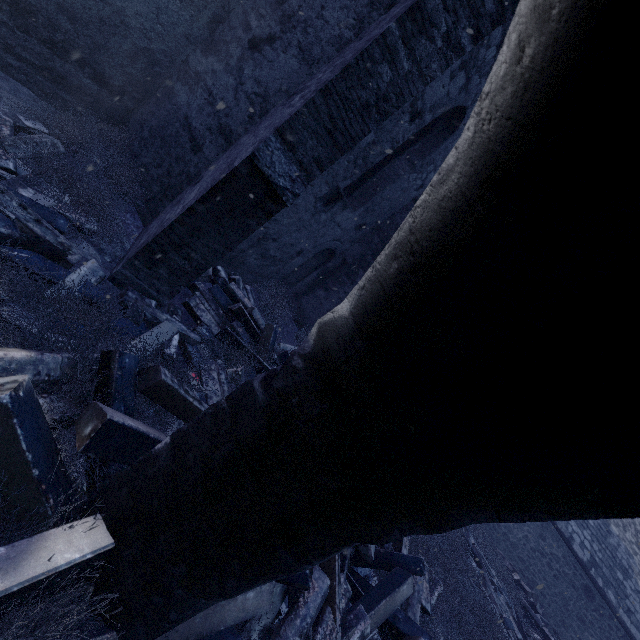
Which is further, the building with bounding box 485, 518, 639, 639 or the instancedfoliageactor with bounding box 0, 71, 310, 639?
the building with bounding box 485, 518, 639, 639

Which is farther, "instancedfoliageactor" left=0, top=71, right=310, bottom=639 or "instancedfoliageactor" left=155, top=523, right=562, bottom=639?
"instancedfoliageactor" left=155, top=523, right=562, bottom=639

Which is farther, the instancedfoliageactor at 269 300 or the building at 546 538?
the building at 546 538

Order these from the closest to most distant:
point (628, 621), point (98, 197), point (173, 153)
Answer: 1. point (98, 197)
2. point (173, 153)
3. point (628, 621)

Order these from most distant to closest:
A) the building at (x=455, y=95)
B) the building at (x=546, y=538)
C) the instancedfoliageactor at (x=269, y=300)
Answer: the building at (x=546, y=538), the building at (x=455, y=95), the instancedfoliageactor at (x=269, y=300)

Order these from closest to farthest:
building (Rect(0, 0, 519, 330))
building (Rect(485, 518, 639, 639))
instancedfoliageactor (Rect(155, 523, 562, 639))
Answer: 1. instancedfoliageactor (Rect(155, 523, 562, 639))
2. building (Rect(0, 0, 519, 330))
3. building (Rect(485, 518, 639, 639))

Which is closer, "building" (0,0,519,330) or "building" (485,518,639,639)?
"building" (0,0,519,330)
